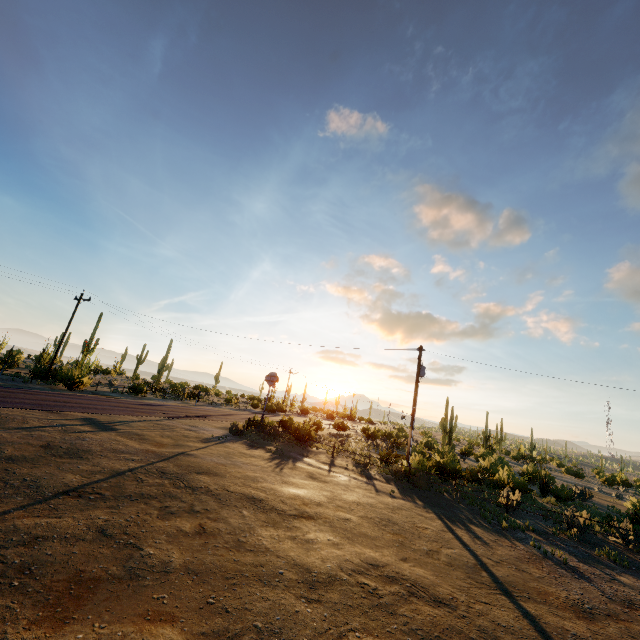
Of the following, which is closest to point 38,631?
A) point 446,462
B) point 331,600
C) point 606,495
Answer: point 331,600

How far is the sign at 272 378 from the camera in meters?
25.8

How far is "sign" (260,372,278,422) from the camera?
25.8m
